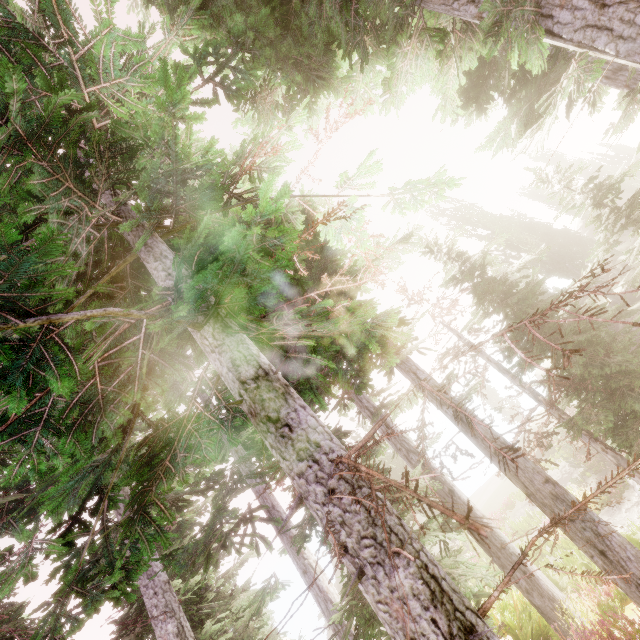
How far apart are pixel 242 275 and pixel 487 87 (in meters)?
11.62
